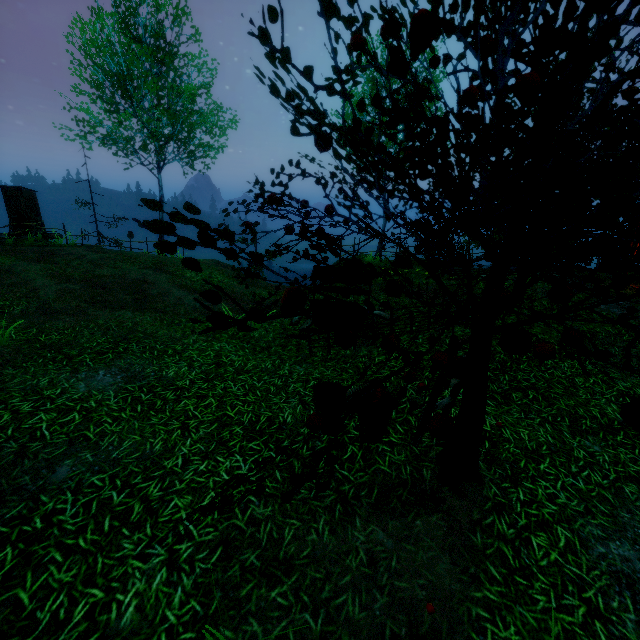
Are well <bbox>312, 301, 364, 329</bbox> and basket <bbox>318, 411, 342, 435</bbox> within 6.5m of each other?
yes

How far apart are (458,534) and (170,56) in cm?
2358

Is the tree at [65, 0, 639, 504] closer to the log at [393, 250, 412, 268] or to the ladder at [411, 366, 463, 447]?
the ladder at [411, 366, 463, 447]

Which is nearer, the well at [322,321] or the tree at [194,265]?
the tree at [194,265]

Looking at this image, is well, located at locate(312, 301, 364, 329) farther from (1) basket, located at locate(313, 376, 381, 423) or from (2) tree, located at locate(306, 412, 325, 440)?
(1) basket, located at locate(313, 376, 381, 423)

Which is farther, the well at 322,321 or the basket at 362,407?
the well at 322,321

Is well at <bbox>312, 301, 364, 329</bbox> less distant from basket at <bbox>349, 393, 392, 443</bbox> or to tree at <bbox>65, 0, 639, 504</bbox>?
tree at <bbox>65, 0, 639, 504</bbox>

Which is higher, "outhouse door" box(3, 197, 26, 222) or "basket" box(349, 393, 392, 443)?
"outhouse door" box(3, 197, 26, 222)
